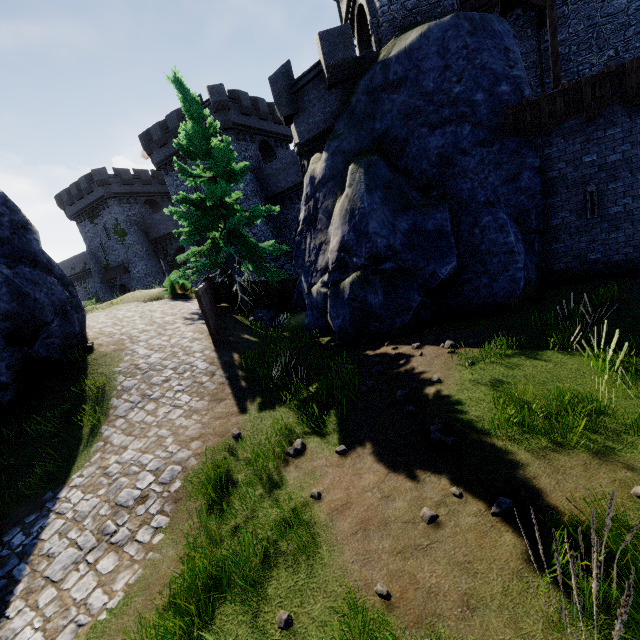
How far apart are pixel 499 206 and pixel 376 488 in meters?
9.5 m

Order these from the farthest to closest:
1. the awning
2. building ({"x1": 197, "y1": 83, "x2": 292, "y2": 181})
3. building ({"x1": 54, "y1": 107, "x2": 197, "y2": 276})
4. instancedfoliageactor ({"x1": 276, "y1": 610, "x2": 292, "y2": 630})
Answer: the awning, building ({"x1": 54, "y1": 107, "x2": 197, "y2": 276}), building ({"x1": 197, "y1": 83, "x2": 292, "y2": 181}), instancedfoliageactor ({"x1": 276, "y1": 610, "x2": 292, "y2": 630})

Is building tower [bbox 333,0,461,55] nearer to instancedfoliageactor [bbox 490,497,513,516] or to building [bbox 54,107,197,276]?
building [bbox 54,107,197,276]

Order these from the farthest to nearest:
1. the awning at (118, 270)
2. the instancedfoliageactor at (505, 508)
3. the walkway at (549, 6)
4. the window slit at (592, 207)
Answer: the awning at (118, 270) < the walkway at (549, 6) < the window slit at (592, 207) < the instancedfoliageactor at (505, 508)

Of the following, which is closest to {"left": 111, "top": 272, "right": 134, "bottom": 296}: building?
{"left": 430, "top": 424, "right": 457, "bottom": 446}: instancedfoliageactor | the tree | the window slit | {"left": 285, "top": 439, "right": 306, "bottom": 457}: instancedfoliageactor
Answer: the tree

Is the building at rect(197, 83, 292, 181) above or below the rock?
above

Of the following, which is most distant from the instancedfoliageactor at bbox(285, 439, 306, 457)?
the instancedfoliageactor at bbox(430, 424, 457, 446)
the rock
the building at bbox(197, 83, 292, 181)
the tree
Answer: the building at bbox(197, 83, 292, 181)

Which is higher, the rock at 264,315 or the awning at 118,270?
the awning at 118,270
